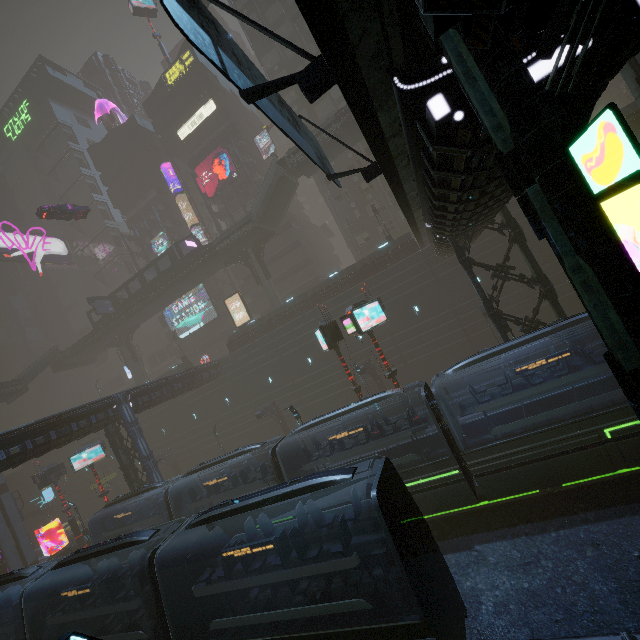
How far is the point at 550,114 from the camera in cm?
307

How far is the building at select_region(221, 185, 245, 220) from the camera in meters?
48.2 m

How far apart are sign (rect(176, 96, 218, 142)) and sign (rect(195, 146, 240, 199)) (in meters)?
5.55

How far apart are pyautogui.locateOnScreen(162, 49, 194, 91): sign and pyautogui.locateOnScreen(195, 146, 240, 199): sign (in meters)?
13.54

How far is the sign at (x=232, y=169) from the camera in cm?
4491

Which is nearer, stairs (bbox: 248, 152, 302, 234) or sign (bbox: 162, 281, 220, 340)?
stairs (bbox: 248, 152, 302, 234)

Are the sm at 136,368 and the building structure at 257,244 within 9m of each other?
no

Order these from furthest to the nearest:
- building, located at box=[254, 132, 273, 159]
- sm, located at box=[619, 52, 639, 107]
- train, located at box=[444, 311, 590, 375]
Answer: building, located at box=[254, 132, 273, 159], sm, located at box=[619, 52, 639, 107], train, located at box=[444, 311, 590, 375]
